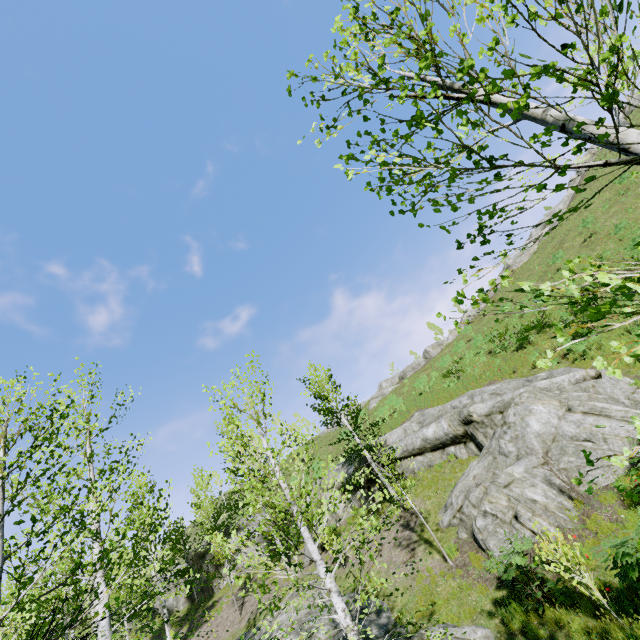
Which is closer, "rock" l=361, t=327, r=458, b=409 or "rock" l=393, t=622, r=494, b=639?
"rock" l=393, t=622, r=494, b=639

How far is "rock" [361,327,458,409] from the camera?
42.31m

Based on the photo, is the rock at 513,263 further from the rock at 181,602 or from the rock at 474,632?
the rock at 181,602

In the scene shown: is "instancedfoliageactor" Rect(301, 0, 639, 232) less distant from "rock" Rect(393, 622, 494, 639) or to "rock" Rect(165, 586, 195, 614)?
"rock" Rect(393, 622, 494, 639)

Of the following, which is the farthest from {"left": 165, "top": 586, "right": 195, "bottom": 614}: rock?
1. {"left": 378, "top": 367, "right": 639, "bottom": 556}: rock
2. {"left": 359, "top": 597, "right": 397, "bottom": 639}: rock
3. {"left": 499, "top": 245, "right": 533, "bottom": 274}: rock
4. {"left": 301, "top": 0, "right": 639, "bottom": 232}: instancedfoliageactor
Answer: {"left": 499, "top": 245, "right": 533, "bottom": 274}: rock

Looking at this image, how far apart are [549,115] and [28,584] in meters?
20.8 m

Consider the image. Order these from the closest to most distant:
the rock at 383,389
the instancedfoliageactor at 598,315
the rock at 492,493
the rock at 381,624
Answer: the instancedfoliageactor at 598,315 → the rock at 381,624 → the rock at 492,493 → the rock at 383,389
